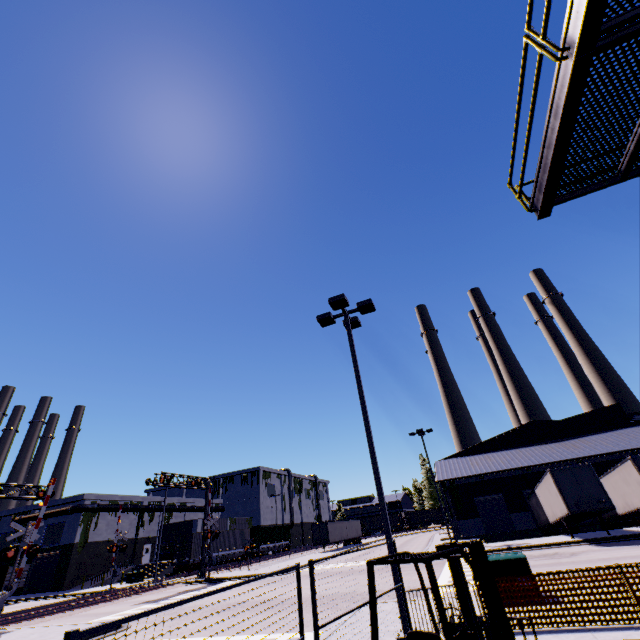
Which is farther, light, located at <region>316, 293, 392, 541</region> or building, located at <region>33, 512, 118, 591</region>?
building, located at <region>33, 512, 118, 591</region>

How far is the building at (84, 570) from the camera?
40.8 meters

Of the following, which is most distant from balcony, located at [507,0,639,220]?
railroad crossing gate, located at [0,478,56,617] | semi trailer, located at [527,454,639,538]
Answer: railroad crossing gate, located at [0,478,56,617]

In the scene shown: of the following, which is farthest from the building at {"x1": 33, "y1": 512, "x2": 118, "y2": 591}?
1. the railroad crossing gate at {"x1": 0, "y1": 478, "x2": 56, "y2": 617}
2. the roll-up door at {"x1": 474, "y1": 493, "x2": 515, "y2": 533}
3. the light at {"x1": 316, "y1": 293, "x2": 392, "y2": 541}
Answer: the light at {"x1": 316, "y1": 293, "x2": 392, "y2": 541}

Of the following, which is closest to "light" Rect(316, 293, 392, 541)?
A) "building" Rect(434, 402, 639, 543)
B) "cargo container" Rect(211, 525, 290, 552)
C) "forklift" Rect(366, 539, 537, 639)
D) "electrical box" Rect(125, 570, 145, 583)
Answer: "forklift" Rect(366, 539, 537, 639)

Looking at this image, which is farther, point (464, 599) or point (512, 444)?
point (512, 444)

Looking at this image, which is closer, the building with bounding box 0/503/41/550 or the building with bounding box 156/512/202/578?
the building with bounding box 156/512/202/578

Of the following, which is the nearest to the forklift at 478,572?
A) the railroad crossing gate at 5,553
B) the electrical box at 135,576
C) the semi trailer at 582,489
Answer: the semi trailer at 582,489
